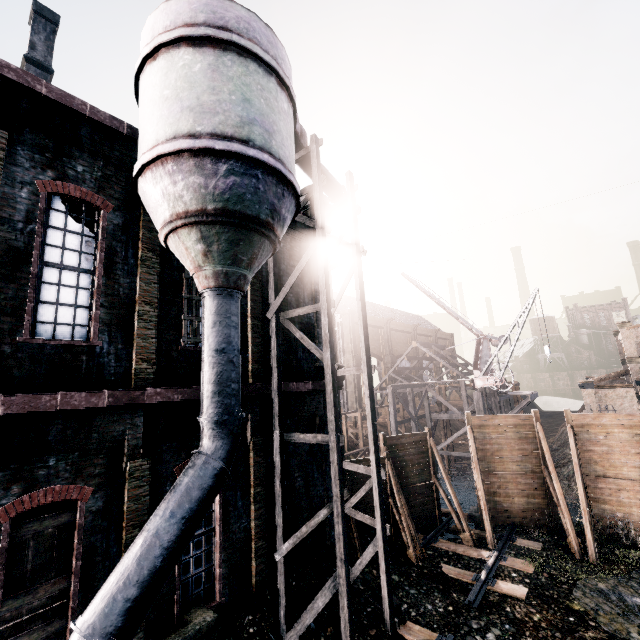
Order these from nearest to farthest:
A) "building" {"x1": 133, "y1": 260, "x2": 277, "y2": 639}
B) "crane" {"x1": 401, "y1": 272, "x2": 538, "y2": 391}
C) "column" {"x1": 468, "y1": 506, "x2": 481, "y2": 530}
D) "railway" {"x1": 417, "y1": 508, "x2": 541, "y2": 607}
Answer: "building" {"x1": 133, "y1": 260, "x2": 277, "y2": 639} → "railway" {"x1": 417, "y1": 508, "x2": 541, "y2": 607} → "column" {"x1": 468, "y1": 506, "x2": 481, "y2": 530} → "crane" {"x1": 401, "y1": 272, "x2": 538, "y2": 391}

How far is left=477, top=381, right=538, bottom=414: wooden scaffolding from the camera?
26.44m

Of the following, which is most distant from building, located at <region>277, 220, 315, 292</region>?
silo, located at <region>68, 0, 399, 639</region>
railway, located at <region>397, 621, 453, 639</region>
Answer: railway, located at <region>397, 621, 453, 639</region>

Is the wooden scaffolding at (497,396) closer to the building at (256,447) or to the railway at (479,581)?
the railway at (479,581)

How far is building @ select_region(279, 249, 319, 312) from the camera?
13.63m

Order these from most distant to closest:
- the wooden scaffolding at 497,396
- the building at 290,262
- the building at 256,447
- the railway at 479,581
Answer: the wooden scaffolding at 497,396 < the building at 290,262 < the railway at 479,581 < the building at 256,447

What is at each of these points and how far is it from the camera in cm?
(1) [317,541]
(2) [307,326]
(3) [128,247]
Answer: (1) building, 1243
(2) building, 1421
(3) building, 914

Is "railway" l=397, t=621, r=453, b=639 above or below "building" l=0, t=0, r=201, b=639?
below
